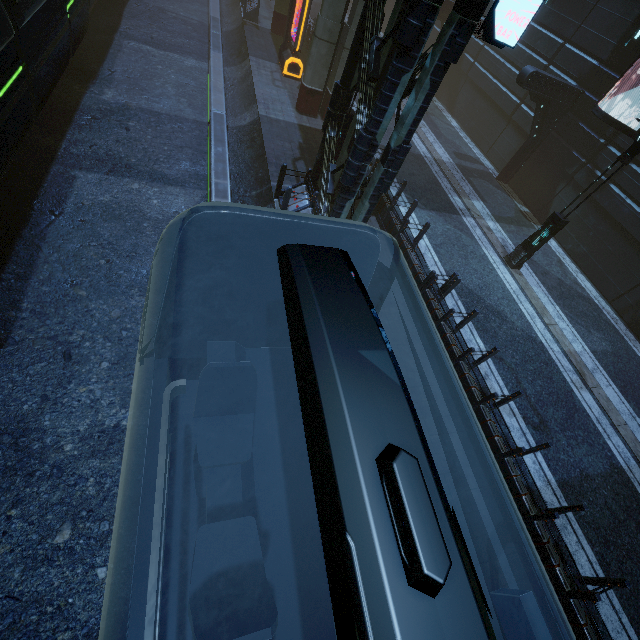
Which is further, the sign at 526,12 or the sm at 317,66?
the sm at 317,66

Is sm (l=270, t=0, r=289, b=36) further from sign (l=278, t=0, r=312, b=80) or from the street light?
the street light

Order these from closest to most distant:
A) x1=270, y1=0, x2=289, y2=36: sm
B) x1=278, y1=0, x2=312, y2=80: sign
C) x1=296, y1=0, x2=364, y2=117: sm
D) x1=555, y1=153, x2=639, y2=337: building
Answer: x1=296, y1=0, x2=364, y2=117: sm < x1=555, y1=153, x2=639, y2=337: building < x1=278, y1=0, x2=312, y2=80: sign < x1=270, y1=0, x2=289, y2=36: sm

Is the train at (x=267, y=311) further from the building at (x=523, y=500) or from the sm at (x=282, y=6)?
the sm at (x=282, y=6)

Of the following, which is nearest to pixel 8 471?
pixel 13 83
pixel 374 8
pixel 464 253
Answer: pixel 13 83

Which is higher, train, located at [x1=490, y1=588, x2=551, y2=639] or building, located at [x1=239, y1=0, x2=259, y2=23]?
train, located at [x1=490, y1=588, x2=551, y2=639]

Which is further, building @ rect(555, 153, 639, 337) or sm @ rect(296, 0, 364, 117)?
building @ rect(555, 153, 639, 337)

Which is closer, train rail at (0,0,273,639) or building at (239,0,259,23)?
train rail at (0,0,273,639)
